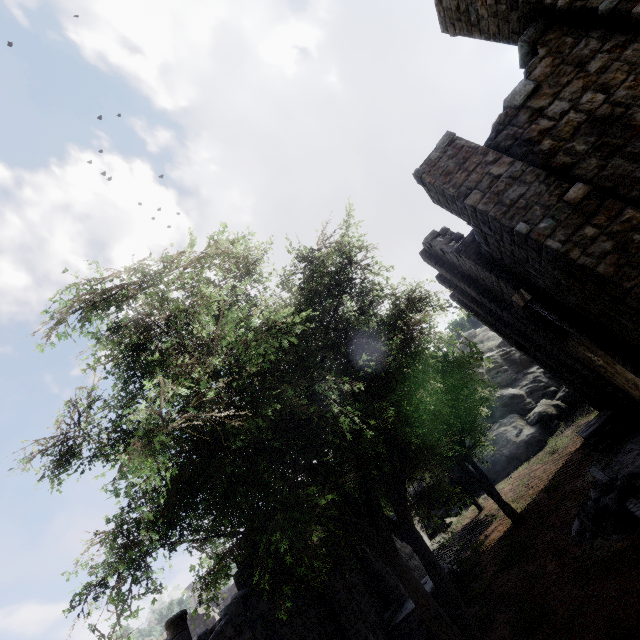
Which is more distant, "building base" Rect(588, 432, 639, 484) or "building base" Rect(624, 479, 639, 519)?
"building base" Rect(588, 432, 639, 484)

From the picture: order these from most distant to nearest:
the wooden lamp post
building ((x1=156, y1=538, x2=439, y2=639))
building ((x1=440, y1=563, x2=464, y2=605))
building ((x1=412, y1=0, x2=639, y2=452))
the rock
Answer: the rock < building ((x1=440, y1=563, x2=464, y2=605)) < building ((x1=156, y1=538, x2=439, y2=639)) < building ((x1=412, y1=0, x2=639, y2=452)) < the wooden lamp post

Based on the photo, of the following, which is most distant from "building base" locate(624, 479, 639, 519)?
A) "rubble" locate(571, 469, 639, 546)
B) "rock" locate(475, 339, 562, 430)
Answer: "rock" locate(475, 339, 562, 430)

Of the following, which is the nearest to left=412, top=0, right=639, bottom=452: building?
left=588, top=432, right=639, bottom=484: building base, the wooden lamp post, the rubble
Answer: left=588, top=432, right=639, bottom=484: building base

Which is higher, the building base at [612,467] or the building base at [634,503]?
the building base at [634,503]

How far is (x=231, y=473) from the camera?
5.8 meters

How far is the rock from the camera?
31.1m

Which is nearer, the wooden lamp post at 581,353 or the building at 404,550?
the wooden lamp post at 581,353
